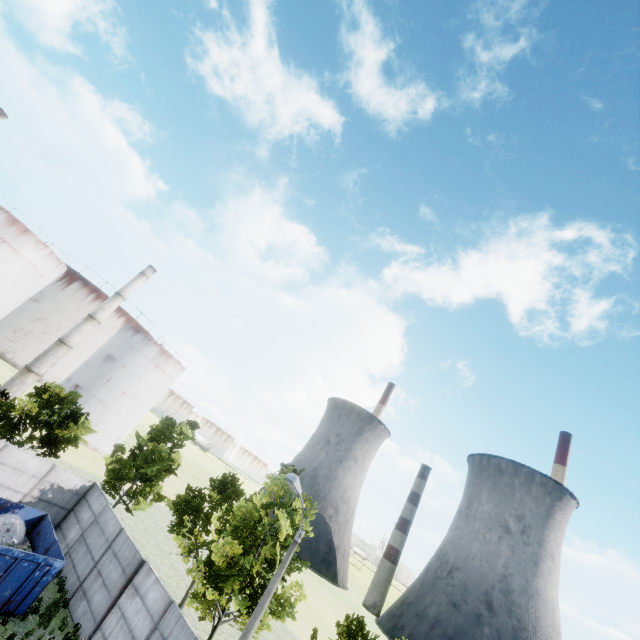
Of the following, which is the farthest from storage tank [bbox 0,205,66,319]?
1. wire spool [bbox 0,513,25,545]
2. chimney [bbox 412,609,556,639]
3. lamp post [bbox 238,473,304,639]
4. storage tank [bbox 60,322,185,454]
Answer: chimney [bbox 412,609,556,639]

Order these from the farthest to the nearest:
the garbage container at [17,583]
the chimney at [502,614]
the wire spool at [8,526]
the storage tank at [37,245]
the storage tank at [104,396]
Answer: the chimney at [502,614] → the storage tank at [104,396] → the storage tank at [37,245] → the wire spool at [8,526] → the garbage container at [17,583]

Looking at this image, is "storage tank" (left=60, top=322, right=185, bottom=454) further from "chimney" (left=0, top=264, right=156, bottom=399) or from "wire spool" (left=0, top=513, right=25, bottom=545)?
"wire spool" (left=0, top=513, right=25, bottom=545)

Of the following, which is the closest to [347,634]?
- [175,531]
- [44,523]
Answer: [175,531]

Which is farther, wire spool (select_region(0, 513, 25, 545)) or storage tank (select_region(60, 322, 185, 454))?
storage tank (select_region(60, 322, 185, 454))

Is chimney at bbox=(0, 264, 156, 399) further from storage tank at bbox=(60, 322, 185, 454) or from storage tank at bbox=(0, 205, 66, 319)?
storage tank at bbox=(0, 205, 66, 319)

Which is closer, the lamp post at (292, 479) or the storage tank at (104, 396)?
the lamp post at (292, 479)

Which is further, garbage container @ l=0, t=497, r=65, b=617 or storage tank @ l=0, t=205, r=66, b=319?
storage tank @ l=0, t=205, r=66, b=319
